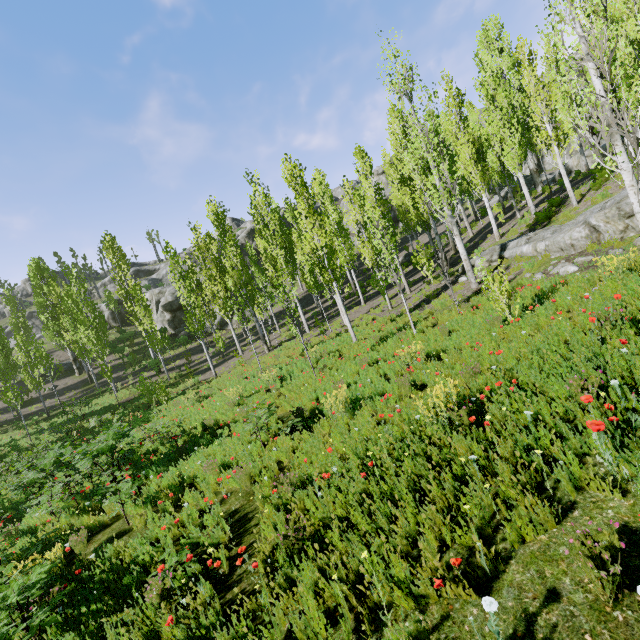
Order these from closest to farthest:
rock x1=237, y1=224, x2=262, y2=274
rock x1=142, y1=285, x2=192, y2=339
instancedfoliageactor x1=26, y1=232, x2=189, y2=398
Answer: instancedfoliageactor x1=26, y1=232, x2=189, y2=398
rock x1=142, y1=285, x2=192, y2=339
rock x1=237, y1=224, x2=262, y2=274

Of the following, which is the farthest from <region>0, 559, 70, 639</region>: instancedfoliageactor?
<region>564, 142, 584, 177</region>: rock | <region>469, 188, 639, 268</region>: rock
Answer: <region>469, 188, 639, 268</region>: rock

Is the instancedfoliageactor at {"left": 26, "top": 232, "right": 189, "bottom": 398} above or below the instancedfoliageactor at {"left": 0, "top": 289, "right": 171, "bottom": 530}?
above

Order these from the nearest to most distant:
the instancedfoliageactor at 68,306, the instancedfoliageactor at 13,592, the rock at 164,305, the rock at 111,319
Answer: the instancedfoliageactor at 13,592 < the instancedfoliageactor at 68,306 < the rock at 164,305 < the rock at 111,319

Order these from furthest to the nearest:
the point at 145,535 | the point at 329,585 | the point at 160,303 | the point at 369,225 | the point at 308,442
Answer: the point at 160,303, the point at 369,225, the point at 308,442, the point at 145,535, the point at 329,585

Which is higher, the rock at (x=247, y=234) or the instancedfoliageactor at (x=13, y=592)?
the rock at (x=247, y=234)

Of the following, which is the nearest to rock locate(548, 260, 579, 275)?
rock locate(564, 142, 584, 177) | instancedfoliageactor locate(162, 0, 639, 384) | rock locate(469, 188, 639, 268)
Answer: rock locate(469, 188, 639, 268)

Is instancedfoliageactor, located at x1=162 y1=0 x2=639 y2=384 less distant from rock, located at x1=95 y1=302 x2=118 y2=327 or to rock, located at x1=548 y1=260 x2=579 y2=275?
rock, located at x1=95 y1=302 x2=118 y2=327
